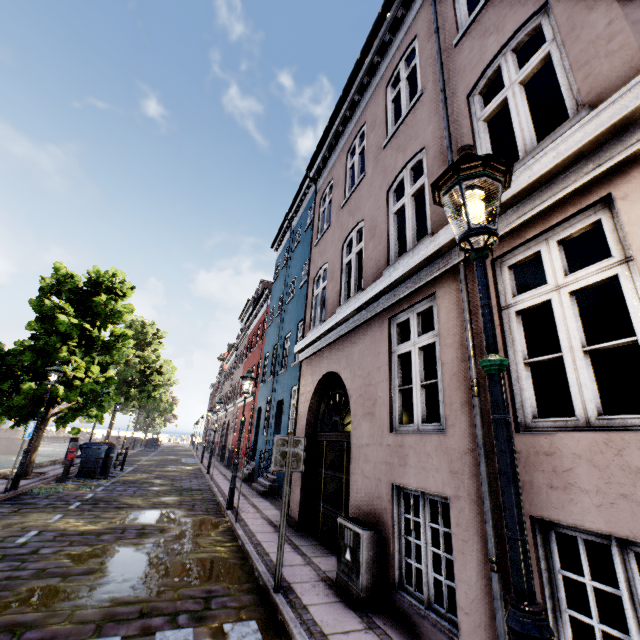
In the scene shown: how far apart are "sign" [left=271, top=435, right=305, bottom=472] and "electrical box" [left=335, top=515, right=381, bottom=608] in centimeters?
93cm

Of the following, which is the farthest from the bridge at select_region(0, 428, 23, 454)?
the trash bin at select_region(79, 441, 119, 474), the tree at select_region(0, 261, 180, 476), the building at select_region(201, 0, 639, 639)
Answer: the trash bin at select_region(79, 441, 119, 474)

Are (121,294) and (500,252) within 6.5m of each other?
no

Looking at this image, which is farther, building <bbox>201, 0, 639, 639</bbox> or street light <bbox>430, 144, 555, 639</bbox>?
building <bbox>201, 0, 639, 639</bbox>

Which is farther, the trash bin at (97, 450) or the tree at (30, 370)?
the trash bin at (97, 450)

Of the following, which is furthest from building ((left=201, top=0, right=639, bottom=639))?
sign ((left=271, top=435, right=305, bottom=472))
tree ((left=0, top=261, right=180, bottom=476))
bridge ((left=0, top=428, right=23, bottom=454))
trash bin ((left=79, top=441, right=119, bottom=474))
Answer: bridge ((left=0, top=428, right=23, bottom=454))

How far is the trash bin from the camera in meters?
13.6 m

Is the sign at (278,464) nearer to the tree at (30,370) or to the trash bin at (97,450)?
the tree at (30,370)
